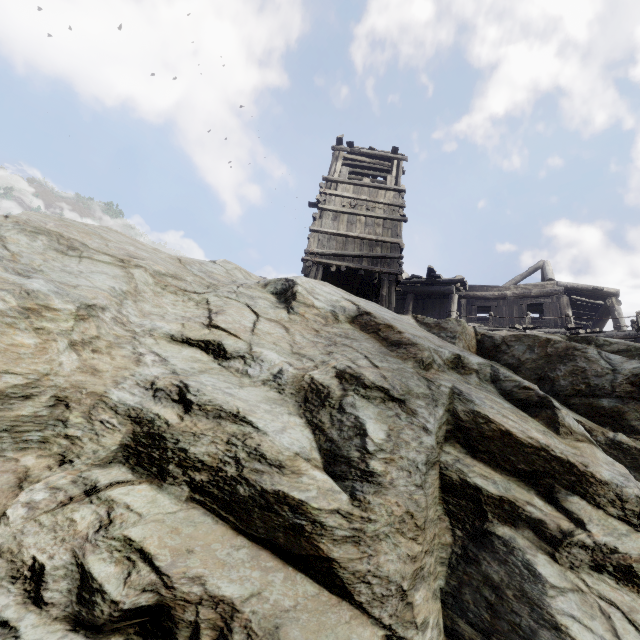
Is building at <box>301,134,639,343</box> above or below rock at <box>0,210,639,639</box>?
above

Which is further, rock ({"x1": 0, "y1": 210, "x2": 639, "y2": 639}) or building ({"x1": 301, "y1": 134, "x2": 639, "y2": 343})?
building ({"x1": 301, "y1": 134, "x2": 639, "y2": 343})

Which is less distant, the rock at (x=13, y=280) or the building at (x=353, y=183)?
the rock at (x=13, y=280)

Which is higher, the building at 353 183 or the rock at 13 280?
the building at 353 183

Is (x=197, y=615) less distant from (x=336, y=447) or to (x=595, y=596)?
(x=336, y=447)
